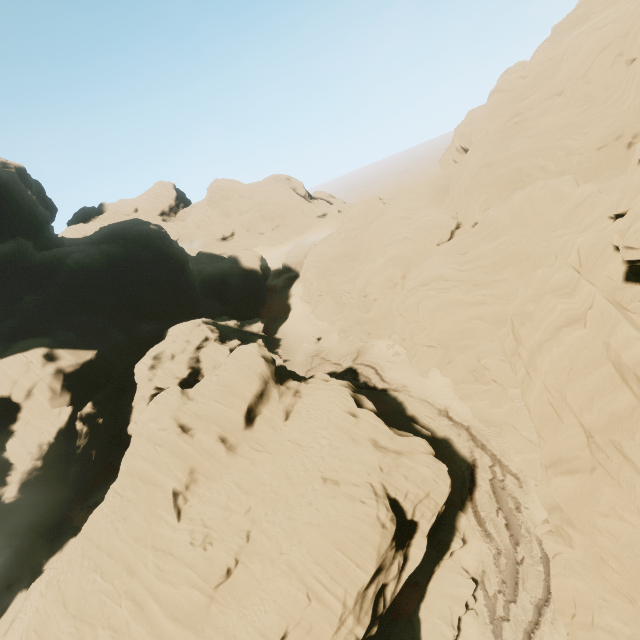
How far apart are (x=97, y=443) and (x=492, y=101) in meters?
61.6 m

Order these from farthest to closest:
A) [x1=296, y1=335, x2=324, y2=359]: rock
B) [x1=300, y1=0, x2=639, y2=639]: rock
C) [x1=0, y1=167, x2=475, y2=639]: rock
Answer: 1. [x1=296, y1=335, x2=324, y2=359]: rock
2. [x1=0, y1=167, x2=475, y2=639]: rock
3. [x1=300, y1=0, x2=639, y2=639]: rock

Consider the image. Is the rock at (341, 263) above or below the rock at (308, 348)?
above

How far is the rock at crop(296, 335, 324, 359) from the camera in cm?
4809

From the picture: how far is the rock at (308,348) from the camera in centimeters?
4809cm

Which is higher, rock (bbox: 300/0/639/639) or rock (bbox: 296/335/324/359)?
rock (bbox: 300/0/639/639)

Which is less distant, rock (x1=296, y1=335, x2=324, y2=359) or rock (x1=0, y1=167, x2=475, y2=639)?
rock (x1=0, y1=167, x2=475, y2=639)
